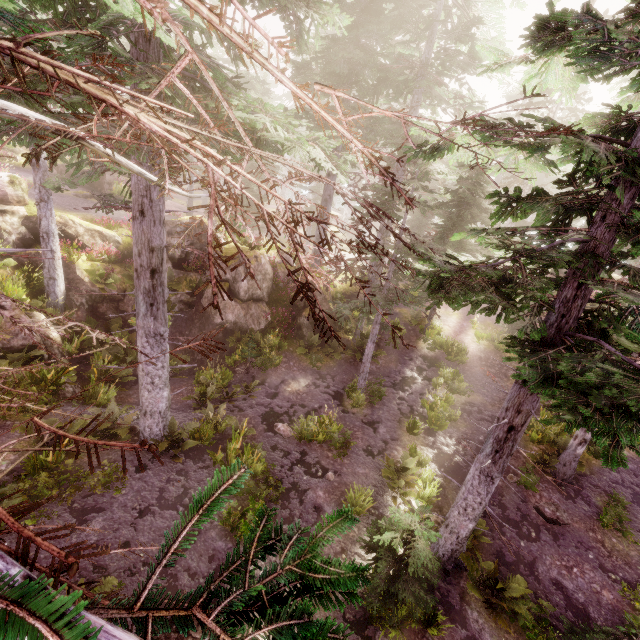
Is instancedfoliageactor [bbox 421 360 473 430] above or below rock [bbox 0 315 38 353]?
below

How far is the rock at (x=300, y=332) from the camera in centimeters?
1800cm

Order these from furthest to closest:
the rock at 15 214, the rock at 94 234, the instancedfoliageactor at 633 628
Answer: the rock at 94 234 → the rock at 15 214 → the instancedfoliageactor at 633 628

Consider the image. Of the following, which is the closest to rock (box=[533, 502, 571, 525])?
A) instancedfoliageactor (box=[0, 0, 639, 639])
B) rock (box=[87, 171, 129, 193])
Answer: instancedfoliageactor (box=[0, 0, 639, 639])

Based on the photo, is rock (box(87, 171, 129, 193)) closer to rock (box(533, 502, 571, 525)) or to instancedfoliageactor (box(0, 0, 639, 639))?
instancedfoliageactor (box(0, 0, 639, 639))

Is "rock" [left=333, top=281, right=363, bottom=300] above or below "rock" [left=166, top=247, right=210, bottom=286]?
below

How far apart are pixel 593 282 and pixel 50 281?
18.6 meters
